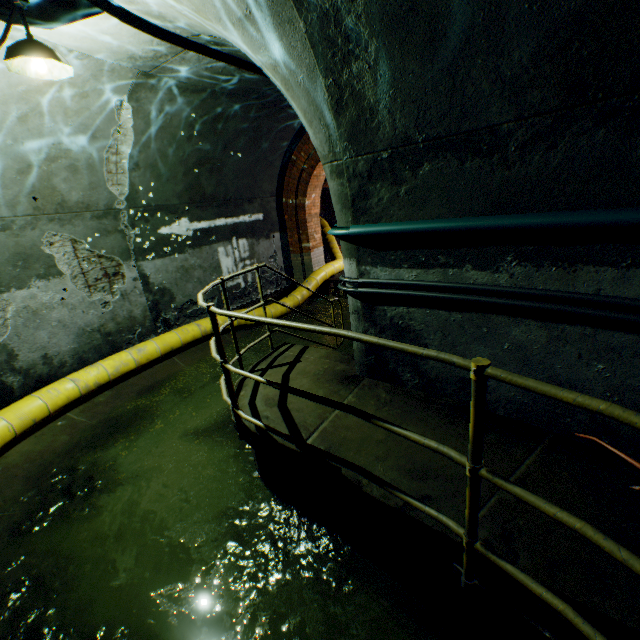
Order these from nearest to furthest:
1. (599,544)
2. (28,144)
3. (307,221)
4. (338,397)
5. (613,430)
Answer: (599,544)
(613,430)
(338,397)
(28,144)
(307,221)

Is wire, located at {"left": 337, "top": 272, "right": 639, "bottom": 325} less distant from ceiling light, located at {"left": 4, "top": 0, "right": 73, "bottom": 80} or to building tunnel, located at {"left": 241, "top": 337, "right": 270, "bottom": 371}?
building tunnel, located at {"left": 241, "top": 337, "right": 270, "bottom": 371}

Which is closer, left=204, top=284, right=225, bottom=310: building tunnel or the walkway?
the walkway

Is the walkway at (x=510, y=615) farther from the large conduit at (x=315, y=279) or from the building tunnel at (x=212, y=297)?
the large conduit at (x=315, y=279)

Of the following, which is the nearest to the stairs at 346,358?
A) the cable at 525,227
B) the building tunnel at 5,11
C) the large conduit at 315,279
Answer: the building tunnel at 5,11

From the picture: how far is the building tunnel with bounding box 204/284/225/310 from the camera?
7.42m

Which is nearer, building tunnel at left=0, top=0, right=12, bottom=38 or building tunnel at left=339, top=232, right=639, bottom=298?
building tunnel at left=339, top=232, right=639, bottom=298

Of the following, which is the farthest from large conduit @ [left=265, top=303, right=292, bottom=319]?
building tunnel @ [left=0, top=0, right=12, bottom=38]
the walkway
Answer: the walkway
